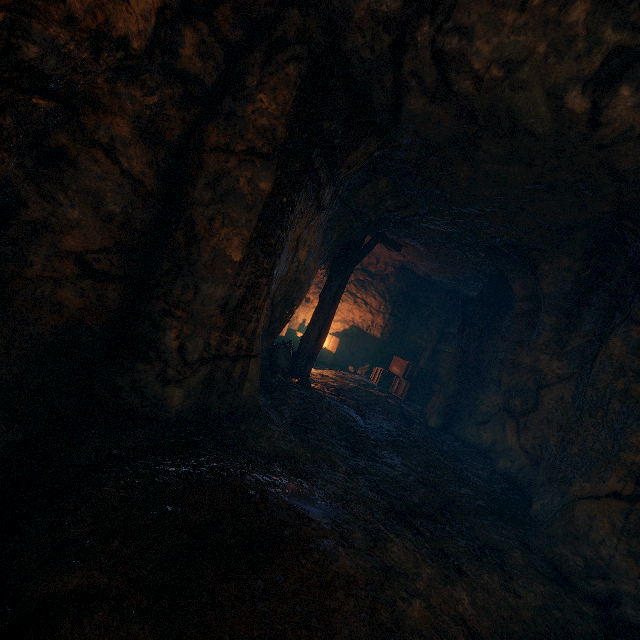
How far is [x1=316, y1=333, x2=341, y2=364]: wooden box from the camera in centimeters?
1195cm

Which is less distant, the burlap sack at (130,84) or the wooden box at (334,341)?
the burlap sack at (130,84)

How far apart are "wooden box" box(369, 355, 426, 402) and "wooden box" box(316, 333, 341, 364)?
1.6m

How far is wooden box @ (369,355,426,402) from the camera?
10.9 meters

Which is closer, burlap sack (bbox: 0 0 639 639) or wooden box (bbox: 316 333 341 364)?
burlap sack (bbox: 0 0 639 639)

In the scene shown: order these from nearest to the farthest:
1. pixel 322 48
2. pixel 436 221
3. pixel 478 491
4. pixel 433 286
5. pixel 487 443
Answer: Answer:
1. pixel 322 48
2. pixel 478 491
3. pixel 436 221
4. pixel 487 443
5. pixel 433 286

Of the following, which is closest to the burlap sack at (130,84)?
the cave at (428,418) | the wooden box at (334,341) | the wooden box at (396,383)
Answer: the cave at (428,418)

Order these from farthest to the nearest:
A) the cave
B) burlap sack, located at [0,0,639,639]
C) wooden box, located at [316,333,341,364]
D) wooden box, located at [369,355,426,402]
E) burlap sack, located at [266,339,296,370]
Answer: wooden box, located at [316,333,341,364]
wooden box, located at [369,355,426,402]
burlap sack, located at [266,339,296,370]
the cave
burlap sack, located at [0,0,639,639]
